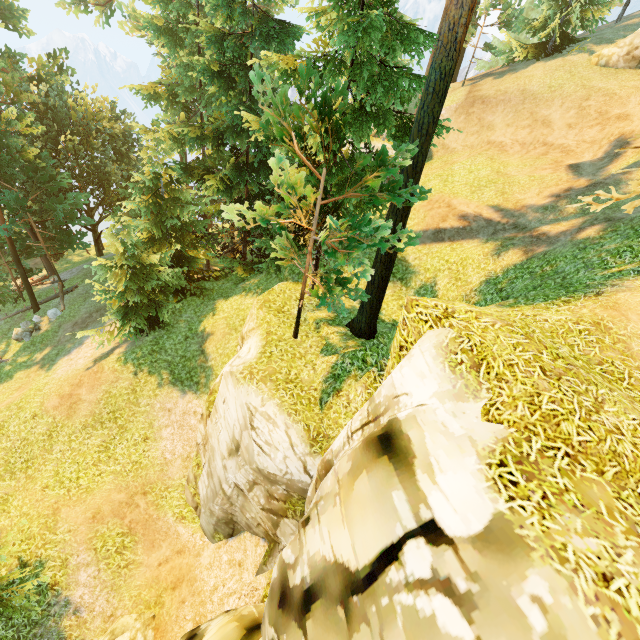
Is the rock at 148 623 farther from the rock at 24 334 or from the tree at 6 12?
the rock at 24 334

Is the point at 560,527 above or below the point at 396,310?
above

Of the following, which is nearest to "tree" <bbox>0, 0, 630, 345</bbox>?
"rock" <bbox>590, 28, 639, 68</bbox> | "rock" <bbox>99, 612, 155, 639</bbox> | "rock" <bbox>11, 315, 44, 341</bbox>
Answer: "rock" <bbox>11, 315, 44, 341</bbox>

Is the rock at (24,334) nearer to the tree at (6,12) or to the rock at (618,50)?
the tree at (6,12)

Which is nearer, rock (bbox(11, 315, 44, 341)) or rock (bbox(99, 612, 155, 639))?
rock (bbox(99, 612, 155, 639))

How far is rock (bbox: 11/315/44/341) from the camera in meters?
22.0 m

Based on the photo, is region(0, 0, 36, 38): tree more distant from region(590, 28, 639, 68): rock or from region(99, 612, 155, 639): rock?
region(590, 28, 639, 68): rock

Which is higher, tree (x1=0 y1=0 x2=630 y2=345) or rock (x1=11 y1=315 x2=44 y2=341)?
tree (x1=0 y1=0 x2=630 y2=345)
